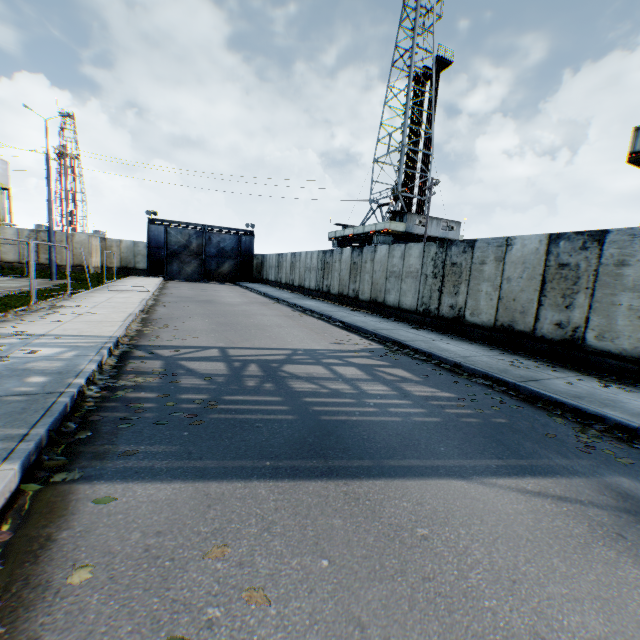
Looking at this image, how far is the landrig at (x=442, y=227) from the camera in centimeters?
3158cm

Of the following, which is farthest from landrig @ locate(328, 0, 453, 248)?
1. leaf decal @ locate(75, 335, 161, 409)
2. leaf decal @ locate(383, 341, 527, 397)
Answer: leaf decal @ locate(75, 335, 161, 409)

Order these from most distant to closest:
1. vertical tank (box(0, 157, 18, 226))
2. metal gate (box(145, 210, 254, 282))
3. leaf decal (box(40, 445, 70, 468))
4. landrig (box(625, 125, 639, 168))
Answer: vertical tank (box(0, 157, 18, 226))
metal gate (box(145, 210, 254, 282))
landrig (box(625, 125, 639, 168))
leaf decal (box(40, 445, 70, 468))

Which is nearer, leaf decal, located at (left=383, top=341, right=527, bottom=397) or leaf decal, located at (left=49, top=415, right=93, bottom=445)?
leaf decal, located at (left=49, top=415, right=93, bottom=445)

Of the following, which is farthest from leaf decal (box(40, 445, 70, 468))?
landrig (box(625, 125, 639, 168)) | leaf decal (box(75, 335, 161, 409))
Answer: landrig (box(625, 125, 639, 168))

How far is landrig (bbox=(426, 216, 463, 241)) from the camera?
31.58m

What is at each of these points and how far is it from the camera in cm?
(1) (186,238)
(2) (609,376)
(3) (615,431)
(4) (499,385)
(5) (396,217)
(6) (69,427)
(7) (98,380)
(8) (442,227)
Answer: (1) metal gate, 3494
(2) leaf decal, 737
(3) leaf decal, 496
(4) leaf decal, 677
(5) landrig, 3170
(6) leaf decal, 388
(7) leaf decal, 539
(8) landrig, 3228

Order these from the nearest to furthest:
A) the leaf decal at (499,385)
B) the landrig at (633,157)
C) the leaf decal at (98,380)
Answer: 1. the leaf decal at (98,380)
2. the leaf decal at (499,385)
3. the landrig at (633,157)
